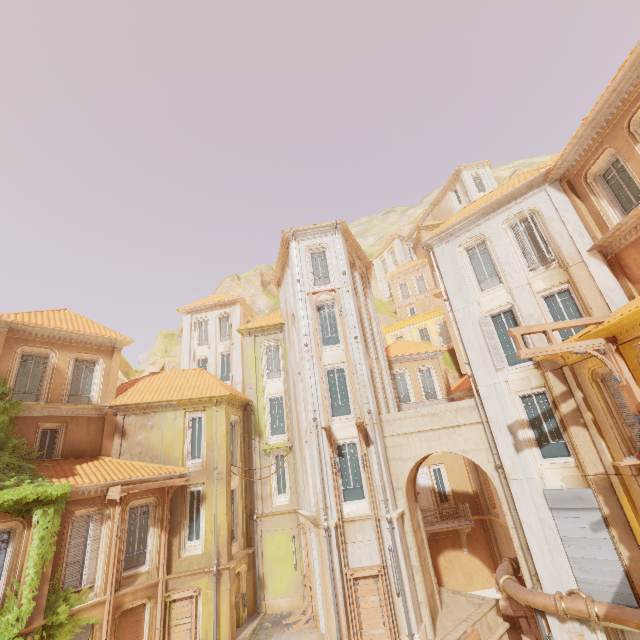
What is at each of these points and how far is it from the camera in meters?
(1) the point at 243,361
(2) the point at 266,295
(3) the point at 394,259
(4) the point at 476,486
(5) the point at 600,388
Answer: (1) column, 29.1
(2) rock, 46.9
(3) window, 46.7
(4) column, 23.2
(5) window, 11.3

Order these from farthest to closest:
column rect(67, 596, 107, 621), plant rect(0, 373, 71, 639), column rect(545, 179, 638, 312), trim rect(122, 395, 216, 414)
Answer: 1. trim rect(122, 395, 216, 414)
2. column rect(67, 596, 107, 621)
3. column rect(545, 179, 638, 312)
4. plant rect(0, 373, 71, 639)

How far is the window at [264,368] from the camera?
22.77m

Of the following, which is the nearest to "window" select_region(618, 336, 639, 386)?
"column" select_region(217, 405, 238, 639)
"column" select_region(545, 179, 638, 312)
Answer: "column" select_region(545, 179, 638, 312)

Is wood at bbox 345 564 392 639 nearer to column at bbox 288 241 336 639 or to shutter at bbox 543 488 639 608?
column at bbox 288 241 336 639

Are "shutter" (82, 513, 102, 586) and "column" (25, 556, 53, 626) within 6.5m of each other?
yes

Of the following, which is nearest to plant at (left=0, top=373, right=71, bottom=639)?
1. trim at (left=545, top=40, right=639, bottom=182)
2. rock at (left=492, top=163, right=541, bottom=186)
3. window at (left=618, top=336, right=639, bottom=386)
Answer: window at (left=618, top=336, right=639, bottom=386)

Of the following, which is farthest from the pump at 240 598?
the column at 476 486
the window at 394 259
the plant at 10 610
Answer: the window at 394 259
